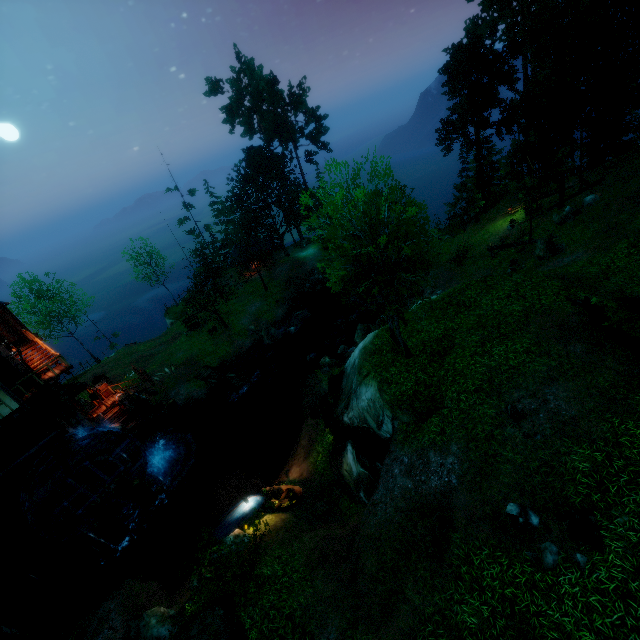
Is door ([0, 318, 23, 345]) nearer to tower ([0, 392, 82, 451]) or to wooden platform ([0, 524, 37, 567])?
tower ([0, 392, 82, 451])

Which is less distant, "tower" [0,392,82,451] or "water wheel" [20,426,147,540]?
"water wheel" [20,426,147,540]

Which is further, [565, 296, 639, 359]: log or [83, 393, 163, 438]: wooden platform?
[83, 393, 163, 438]: wooden platform

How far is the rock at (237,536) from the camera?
14.7m

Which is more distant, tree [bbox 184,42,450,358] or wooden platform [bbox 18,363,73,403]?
wooden platform [bbox 18,363,73,403]

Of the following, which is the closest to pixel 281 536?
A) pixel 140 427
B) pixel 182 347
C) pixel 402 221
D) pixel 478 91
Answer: pixel 402 221

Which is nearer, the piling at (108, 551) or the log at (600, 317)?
the log at (600, 317)

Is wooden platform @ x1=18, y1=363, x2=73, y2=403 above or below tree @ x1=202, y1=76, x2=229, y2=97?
below
